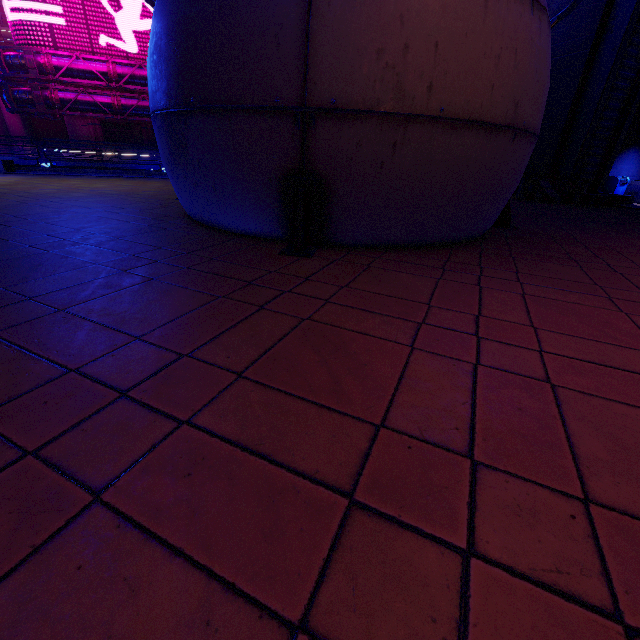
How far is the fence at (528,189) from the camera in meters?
13.6 m

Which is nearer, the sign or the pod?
the pod

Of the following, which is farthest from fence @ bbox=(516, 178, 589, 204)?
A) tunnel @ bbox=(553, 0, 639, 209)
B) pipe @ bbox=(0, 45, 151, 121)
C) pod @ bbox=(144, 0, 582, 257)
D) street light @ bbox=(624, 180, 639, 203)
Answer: pipe @ bbox=(0, 45, 151, 121)

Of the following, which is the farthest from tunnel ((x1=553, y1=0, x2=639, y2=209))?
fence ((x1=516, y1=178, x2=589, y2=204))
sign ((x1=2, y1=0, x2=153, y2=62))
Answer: sign ((x1=2, y1=0, x2=153, y2=62))

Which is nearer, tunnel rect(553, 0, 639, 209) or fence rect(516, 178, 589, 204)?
tunnel rect(553, 0, 639, 209)

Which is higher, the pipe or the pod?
the pipe

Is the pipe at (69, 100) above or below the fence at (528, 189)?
above

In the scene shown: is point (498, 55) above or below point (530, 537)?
above
